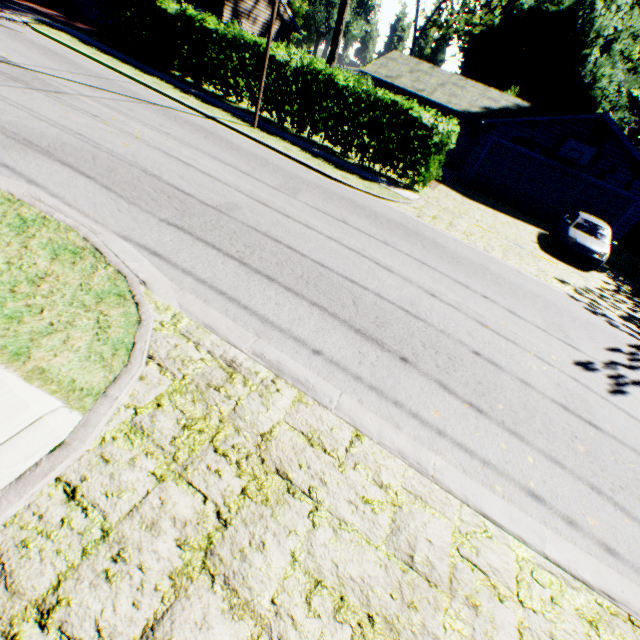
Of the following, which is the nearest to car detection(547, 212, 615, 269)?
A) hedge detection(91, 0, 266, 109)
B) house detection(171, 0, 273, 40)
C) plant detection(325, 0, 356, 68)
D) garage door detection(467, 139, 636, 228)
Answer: garage door detection(467, 139, 636, 228)

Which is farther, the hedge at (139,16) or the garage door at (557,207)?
the garage door at (557,207)

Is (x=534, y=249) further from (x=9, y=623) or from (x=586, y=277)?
(x=9, y=623)

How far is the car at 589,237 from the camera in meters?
13.2 m

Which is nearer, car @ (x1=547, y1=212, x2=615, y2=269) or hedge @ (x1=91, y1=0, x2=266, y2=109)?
car @ (x1=547, y1=212, x2=615, y2=269)

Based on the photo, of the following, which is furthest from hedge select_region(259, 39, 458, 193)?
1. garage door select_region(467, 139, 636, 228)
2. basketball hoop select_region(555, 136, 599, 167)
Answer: basketball hoop select_region(555, 136, 599, 167)

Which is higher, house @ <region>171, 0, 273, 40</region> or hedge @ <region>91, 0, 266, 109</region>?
house @ <region>171, 0, 273, 40</region>

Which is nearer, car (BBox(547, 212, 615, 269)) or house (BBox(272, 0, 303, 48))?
car (BBox(547, 212, 615, 269))
